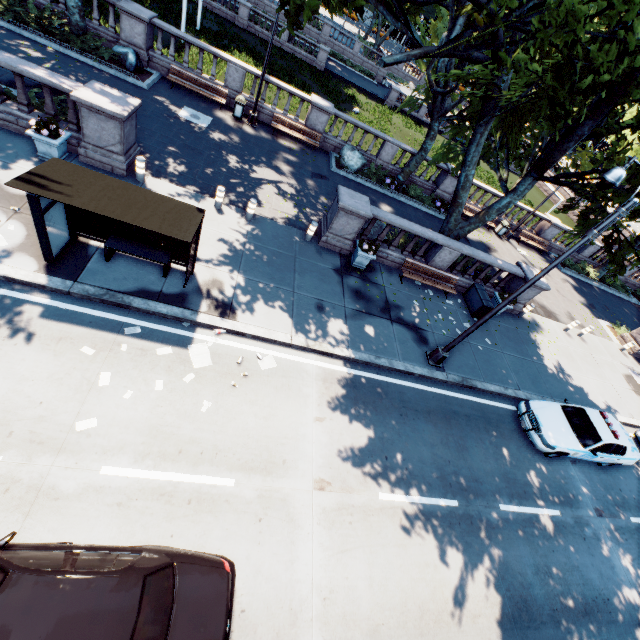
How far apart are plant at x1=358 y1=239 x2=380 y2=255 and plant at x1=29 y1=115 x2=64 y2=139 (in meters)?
10.21

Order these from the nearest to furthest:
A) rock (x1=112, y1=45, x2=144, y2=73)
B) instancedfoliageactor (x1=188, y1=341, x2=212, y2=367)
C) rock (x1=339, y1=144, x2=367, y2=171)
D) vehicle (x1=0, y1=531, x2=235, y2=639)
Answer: vehicle (x1=0, y1=531, x2=235, y2=639) < instancedfoliageactor (x1=188, y1=341, x2=212, y2=367) < rock (x1=112, y1=45, x2=144, y2=73) < rock (x1=339, y1=144, x2=367, y2=171)

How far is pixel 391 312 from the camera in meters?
12.7 m

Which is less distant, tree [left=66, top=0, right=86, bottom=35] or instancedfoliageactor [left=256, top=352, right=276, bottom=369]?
instancedfoliageactor [left=256, top=352, right=276, bottom=369]

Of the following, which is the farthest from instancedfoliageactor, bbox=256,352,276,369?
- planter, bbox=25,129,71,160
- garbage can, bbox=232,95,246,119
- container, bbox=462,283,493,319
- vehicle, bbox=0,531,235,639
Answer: garbage can, bbox=232,95,246,119

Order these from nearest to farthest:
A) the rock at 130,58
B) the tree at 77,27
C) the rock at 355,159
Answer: the tree at 77,27
the rock at 130,58
the rock at 355,159

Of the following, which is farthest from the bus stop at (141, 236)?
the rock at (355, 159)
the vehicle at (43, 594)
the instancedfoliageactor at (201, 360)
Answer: the rock at (355, 159)

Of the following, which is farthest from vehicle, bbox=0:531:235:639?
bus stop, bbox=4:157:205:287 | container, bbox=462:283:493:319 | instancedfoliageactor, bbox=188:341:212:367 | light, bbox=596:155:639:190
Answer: container, bbox=462:283:493:319
